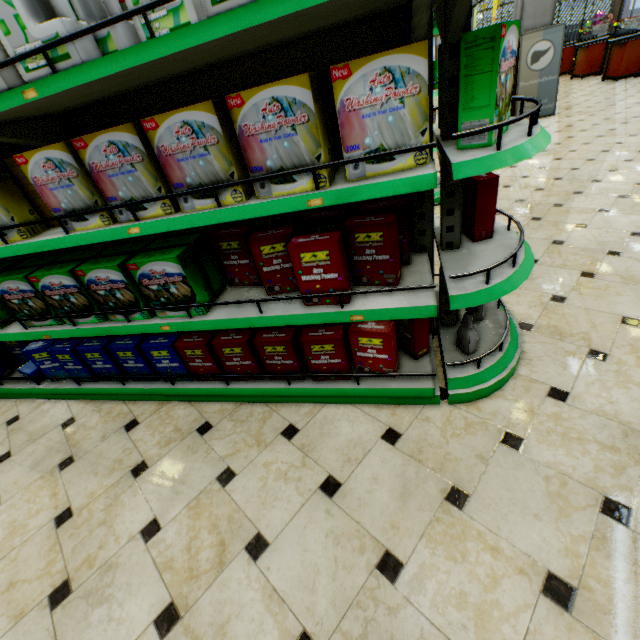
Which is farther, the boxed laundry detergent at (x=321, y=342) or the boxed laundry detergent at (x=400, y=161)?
the boxed laundry detergent at (x=321, y=342)

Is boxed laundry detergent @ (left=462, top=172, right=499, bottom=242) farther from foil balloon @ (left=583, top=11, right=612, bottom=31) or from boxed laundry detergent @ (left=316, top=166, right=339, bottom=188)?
foil balloon @ (left=583, top=11, right=612, bottom=31)

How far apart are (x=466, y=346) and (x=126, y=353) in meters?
2.3 m

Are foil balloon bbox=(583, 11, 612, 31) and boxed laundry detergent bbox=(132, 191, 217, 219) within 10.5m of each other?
no

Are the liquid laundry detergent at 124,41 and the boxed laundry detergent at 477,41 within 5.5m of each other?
yes

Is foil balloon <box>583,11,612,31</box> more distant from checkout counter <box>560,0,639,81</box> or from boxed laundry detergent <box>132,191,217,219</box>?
boxed laundry detergent <box>132,191,217,219</box>

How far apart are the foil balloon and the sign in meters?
20.4 m

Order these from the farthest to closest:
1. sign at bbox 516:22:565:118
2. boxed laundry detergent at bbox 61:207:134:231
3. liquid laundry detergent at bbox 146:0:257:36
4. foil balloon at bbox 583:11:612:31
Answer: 1. foil balloon at bbox 583:11:612:31
2. sign at bbox 516:22:565:118
3. boxed laundry detergent at bbox 61:207:134:231
4. liquid laundry detergent at bbox 146:0:257:36
